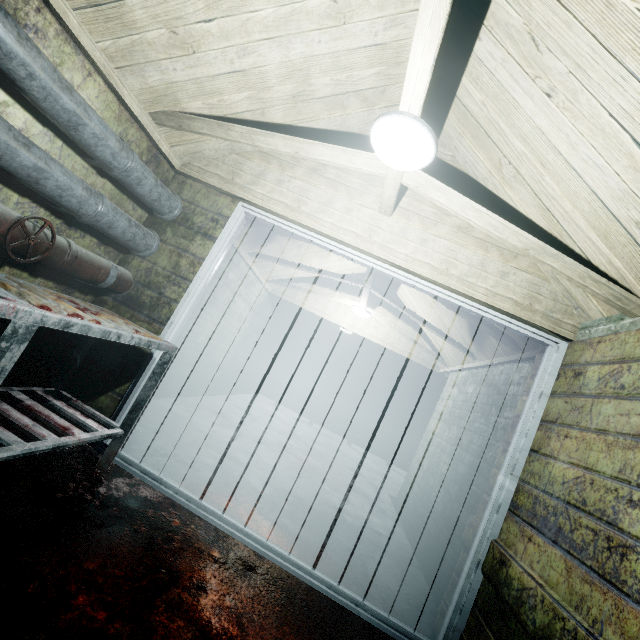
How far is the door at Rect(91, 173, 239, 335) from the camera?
2.3 meters

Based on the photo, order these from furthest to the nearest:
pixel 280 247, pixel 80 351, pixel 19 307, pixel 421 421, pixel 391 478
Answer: pixel 421 421 < pixel 391 478 < pixel 280 247 < pixel 80 351 < pixel 19 307

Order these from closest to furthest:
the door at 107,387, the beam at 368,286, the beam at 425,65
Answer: the beam at 425,65, the door at 107,387, the beam at 368,286

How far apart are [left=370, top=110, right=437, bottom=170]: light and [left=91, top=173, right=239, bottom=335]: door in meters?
1.0

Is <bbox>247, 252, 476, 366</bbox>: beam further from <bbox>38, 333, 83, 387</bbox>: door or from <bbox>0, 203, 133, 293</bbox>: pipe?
<bbox>0, 203, 133, 293</bbox>: pipe

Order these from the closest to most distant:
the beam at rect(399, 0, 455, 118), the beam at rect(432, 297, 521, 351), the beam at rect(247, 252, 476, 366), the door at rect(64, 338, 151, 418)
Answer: the beam at rect(399, 0, 455, 118)
the door at rect(64, 338, 151, 418)
the beam at rect(432, 297, 521, 351)
the beam at rect(247, 252, 476, 366)

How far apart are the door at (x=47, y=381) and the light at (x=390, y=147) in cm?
101
